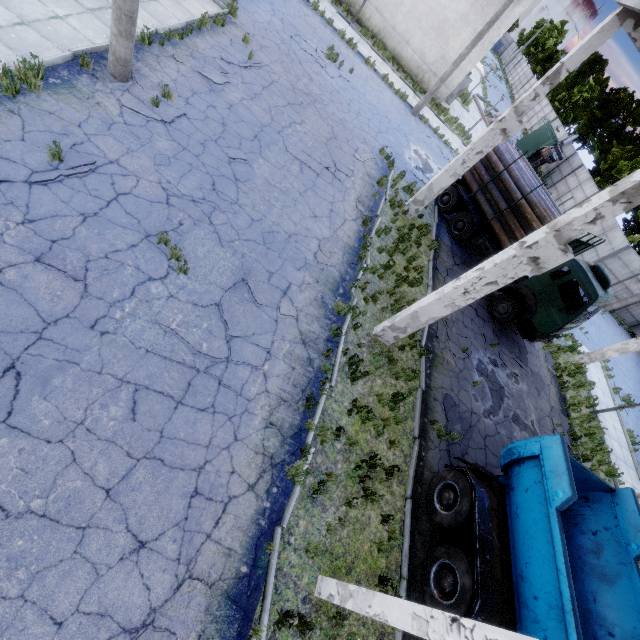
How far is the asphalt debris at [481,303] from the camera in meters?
13.7 m

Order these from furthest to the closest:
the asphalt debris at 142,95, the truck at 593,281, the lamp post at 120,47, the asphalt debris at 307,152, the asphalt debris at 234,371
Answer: the truck at 593,281 < the asphalt debris at 307,152 < the asphalt debris at 142,95 < the lamp post at 120,47 < the asphalt debris at 234,371

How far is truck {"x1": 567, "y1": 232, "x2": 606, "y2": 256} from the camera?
11.8 meters

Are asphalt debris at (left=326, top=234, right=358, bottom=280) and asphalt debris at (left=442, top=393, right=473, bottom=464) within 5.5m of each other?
yes

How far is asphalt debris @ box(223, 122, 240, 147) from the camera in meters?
9.5 m

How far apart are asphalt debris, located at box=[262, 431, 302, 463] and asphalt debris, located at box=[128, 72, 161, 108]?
7.80m

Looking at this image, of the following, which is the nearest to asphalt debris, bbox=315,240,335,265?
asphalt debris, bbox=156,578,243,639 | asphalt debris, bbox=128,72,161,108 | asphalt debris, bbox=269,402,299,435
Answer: asphalt debris, bbox=269,402,299,435

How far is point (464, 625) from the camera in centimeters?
357cm
